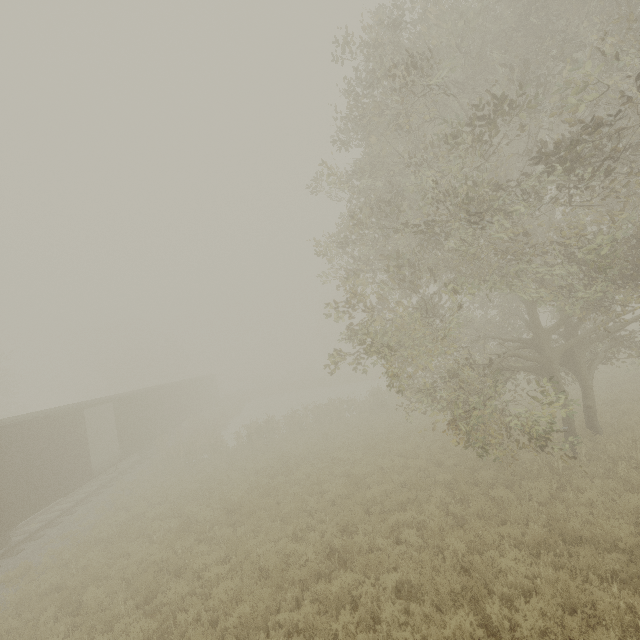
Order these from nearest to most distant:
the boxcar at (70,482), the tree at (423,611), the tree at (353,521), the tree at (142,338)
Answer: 1. the tree at (423,611)
2. the tree at (353,521)
3. the boxcar at (70,482)
4. the tree at (142,338)

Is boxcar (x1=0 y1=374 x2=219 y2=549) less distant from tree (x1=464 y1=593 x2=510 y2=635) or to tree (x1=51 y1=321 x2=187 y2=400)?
tree (x1=464 y1=593 x2=510 y2=635)

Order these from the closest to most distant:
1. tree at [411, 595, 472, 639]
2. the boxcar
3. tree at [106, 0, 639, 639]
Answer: tree at [411, 595, 472, 639] < tree at [106, 0, 639, 639] < the boxcar

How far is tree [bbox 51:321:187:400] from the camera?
44.6 meters

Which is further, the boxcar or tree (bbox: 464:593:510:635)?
the boxcar

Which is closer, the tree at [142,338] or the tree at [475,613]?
the tree at [475,613]

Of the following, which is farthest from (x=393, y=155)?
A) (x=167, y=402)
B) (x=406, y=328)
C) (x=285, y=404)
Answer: (x=285, y=404)
